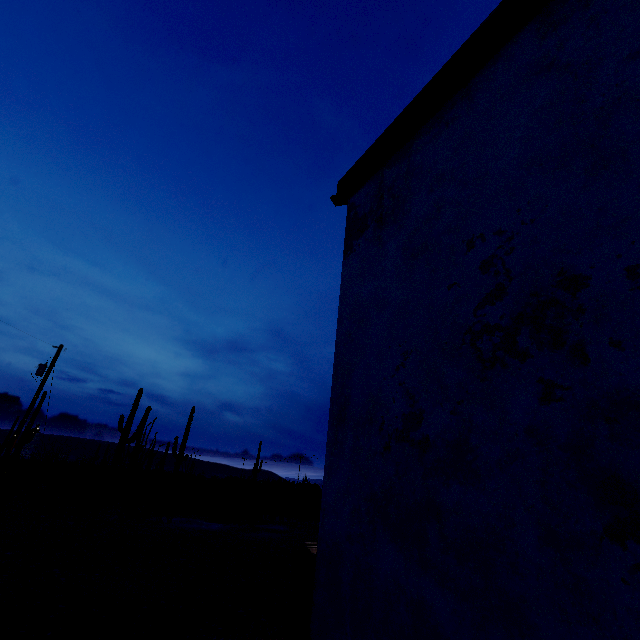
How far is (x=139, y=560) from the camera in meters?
6.9

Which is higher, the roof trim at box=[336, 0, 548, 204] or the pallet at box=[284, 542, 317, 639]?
the roof trim at box=[336, 0, 548, 204]

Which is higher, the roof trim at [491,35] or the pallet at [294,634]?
the roof trim at [491,35]
